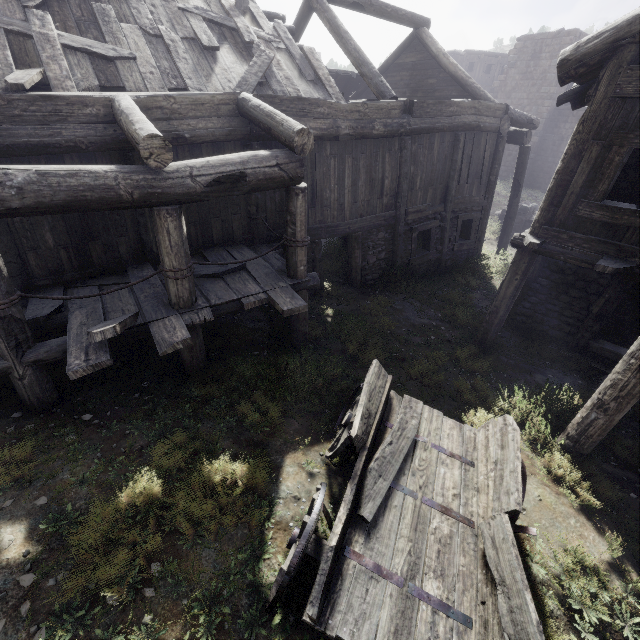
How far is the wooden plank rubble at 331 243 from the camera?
12.2 meters

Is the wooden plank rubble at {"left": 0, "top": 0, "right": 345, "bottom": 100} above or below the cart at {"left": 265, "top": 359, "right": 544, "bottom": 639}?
above

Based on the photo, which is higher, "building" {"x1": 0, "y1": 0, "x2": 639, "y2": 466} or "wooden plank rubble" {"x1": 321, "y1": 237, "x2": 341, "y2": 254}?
"building" {"x1": 0, "y1": 0, "x2": 639, "y2": 466}

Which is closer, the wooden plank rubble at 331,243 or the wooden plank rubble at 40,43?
the wooden plank rubble at 40,43

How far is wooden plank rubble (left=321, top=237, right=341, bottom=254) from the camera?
12.2 meters

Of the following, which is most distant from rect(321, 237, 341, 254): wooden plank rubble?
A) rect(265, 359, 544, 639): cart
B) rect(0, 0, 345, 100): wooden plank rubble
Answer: rect(265, 359, 544, 639): cart

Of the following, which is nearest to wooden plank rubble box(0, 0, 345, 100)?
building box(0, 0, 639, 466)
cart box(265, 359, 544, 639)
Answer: building box(0, 0, 639, 466)

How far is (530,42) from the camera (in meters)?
24.95
